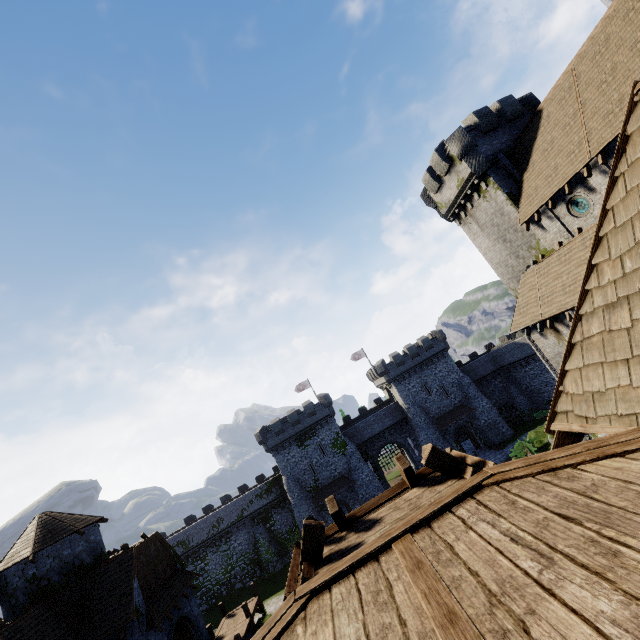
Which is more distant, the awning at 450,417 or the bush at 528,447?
the awning at 450,417

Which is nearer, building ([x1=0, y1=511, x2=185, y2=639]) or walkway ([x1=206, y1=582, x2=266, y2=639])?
building ([x1=0, y1=511, x2=185, y2=639])

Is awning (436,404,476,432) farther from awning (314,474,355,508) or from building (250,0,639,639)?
building (250,0,639,639)

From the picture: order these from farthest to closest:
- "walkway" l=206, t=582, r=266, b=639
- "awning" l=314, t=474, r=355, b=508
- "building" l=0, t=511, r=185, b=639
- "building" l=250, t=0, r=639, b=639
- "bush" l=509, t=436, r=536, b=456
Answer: "awning" l=314, t=474, r=355, b=508
"bush" l=509, t=436, r=536, b=456
"walkway" l=206, t=582, r=266, b=639
"building" l=0, t=511, r=185, b=639
"building" l=250, t=0, r=639, b=639

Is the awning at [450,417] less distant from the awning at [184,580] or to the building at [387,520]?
the building at [387,520]

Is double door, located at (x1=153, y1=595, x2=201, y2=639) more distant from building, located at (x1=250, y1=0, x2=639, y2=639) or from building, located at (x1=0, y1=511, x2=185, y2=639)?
building, located at (x1=250, y1=0, x2=639, y2=639)

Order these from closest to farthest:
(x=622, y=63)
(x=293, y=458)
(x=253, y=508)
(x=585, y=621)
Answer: (x=585, y=621) → (x=622, y=63) → (x=293, y=458) → (x=253, y=508)

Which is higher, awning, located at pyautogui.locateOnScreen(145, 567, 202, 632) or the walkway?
awning, located at pyautogui.locateOnScreen(145, 567, 202, 632)
